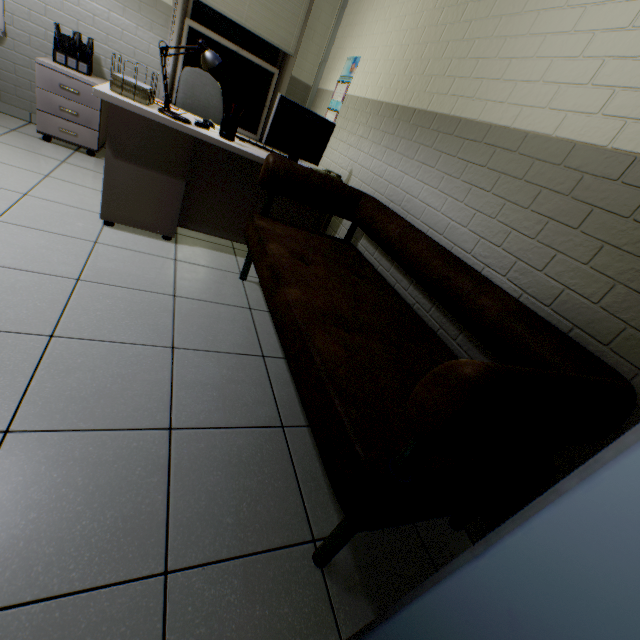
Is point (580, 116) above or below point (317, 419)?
above

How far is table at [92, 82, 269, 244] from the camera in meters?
2.1 m

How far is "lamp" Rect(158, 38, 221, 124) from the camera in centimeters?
194cm

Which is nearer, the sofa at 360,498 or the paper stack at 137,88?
the sofa at 360,498

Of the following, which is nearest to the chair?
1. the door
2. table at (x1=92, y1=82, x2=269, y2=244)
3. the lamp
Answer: table at (x1=92, y1=82, x2=269, y2=244)

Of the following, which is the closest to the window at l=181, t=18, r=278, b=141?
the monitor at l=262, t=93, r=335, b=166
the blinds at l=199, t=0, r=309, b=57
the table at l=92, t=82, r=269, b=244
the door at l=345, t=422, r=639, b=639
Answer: the blinds at l=199, t=0, r=309, b=57

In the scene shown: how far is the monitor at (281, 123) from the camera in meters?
2.3

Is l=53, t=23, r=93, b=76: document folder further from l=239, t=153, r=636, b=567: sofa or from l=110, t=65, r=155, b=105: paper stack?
l=239, t=153, r=636, b=567: sofa
